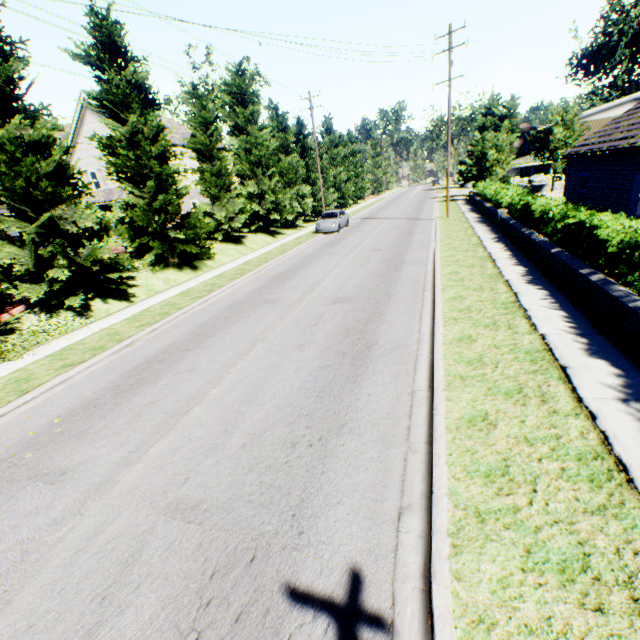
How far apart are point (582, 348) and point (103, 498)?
8.45m

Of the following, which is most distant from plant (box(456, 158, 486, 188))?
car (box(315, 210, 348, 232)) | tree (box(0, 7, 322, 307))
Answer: car (box(315, 210, 348, 232))

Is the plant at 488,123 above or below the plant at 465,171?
above

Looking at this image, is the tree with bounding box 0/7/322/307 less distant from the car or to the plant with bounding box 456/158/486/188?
the car

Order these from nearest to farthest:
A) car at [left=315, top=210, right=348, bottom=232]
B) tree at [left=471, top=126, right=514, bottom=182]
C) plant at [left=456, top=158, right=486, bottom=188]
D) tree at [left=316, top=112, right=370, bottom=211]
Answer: car at [left=315, top=210, right=348, bottom=232] < tree at [left=471, top=126, right=514, bottom=182] < plant at [left=456, top=158, right=486, bottom=188] < tree at [left=316, top=112, right=370, bottom=211]

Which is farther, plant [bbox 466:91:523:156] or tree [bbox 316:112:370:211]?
tree [bbox 316:112:370:211]

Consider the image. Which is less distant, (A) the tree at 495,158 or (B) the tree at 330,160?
(A) the tree at 495,158
